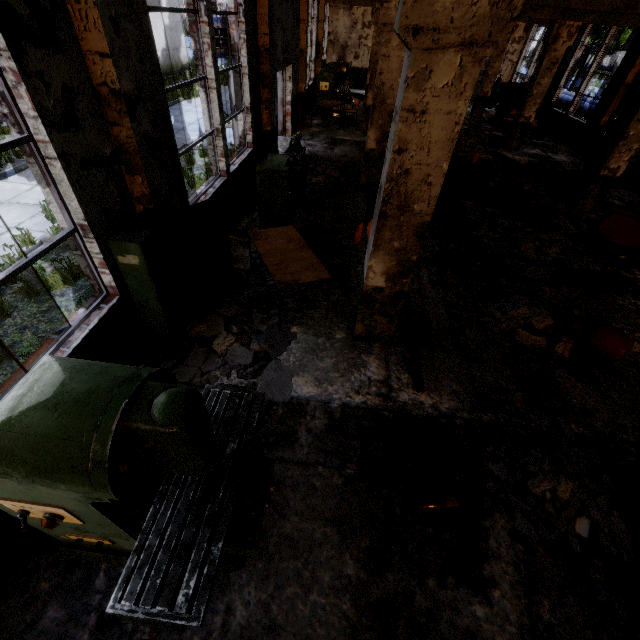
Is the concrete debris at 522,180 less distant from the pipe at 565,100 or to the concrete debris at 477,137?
the concrete debris at 477,137

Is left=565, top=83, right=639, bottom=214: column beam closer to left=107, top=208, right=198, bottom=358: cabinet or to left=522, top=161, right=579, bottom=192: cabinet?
left=522, top=161, right=579, bottom=192: cabinet

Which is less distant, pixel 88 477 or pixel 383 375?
pixel 88 477

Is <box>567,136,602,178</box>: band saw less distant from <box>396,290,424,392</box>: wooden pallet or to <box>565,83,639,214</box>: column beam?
<box>565,83,639,214</box>: column beam

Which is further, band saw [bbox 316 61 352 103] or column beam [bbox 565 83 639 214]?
band saw [bbox 316 61 352 103]

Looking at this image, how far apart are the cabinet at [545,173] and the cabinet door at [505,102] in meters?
9.7 m

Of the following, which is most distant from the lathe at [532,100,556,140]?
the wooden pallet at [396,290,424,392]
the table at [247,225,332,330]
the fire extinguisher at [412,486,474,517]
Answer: the fire extinguisher at [412,486,474,517]

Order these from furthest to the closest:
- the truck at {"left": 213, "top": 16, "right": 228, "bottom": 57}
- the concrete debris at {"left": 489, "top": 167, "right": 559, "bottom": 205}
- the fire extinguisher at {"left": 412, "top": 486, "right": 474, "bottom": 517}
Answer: the truck at {"left": 213, "top": 16, "right": 228, "bottom": 57}
the concrete debris at {"left": 489, "top": 167, "right": 559, "bottom": 205}
the fire extinguisher at {"left": 412, "top": 486, "right": 474, "bottom": 517}
